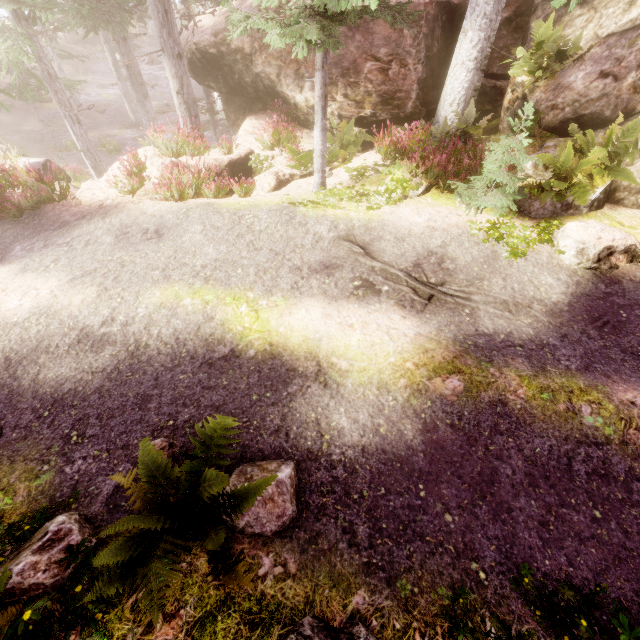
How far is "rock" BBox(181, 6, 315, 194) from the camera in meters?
10.4 m

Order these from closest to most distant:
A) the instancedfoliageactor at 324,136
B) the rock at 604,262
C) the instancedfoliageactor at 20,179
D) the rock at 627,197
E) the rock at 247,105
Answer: the rock at 604,262 → the instancedfoliageactor at 324,136 → the rock at 627,197 → the instancedfoliageactor at 20,179 → the rock at 247,105

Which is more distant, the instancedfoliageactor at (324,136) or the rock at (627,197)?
the rock at (627,197)

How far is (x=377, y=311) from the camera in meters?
5.8

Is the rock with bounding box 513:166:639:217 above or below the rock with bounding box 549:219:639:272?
below

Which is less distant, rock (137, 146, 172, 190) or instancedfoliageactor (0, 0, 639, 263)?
instancedfoliageactor (0, 0, 639, 263)
